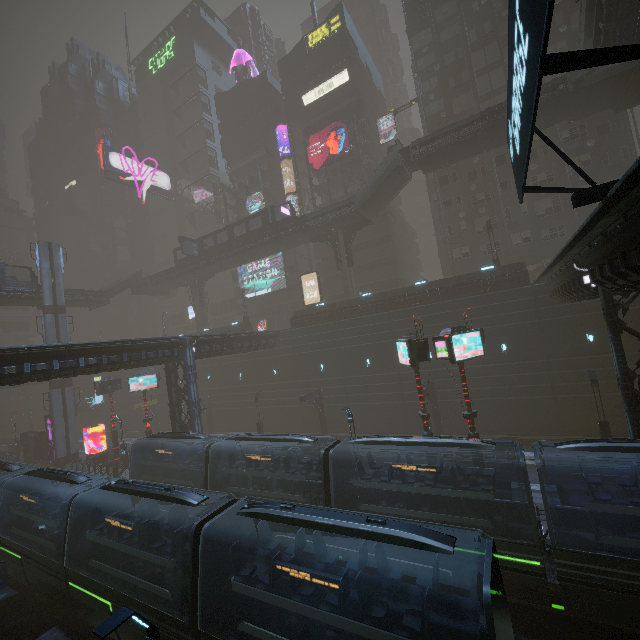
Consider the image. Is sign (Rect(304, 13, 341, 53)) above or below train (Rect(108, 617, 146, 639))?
above

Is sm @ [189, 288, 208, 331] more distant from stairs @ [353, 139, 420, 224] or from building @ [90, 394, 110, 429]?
stairs @ [353, 139, 420, 224]

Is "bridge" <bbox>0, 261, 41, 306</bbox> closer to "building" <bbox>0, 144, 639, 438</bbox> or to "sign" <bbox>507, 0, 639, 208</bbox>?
"building" <bbox>0, 144, 639, 438</bbox>

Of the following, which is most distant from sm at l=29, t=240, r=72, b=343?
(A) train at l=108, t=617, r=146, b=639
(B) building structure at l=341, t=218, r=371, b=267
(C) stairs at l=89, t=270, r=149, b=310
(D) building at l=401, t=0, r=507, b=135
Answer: (A) train at l=108, t=617, r=146, b=639

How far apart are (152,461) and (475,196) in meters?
41.9

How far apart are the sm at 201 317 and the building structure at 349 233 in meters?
25.7 m

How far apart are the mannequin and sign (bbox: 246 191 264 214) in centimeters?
2245cm

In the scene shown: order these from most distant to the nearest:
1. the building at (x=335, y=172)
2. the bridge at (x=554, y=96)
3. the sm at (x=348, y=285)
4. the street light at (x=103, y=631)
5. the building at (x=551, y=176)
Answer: the building at (x=335, y=172)
the sm at (x=348, y=285)
the building at (x=551, y=176)
the bridge at (x=554, y=96)
the street light at (x=103, y=631)
